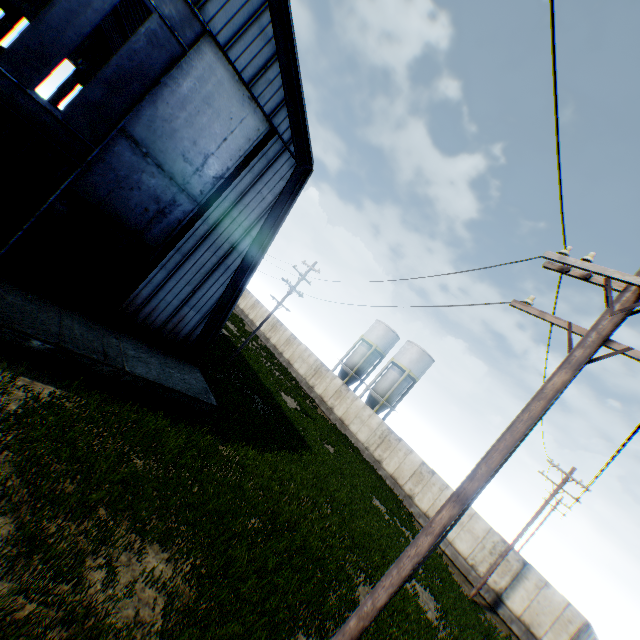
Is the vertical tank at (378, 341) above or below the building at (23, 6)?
below

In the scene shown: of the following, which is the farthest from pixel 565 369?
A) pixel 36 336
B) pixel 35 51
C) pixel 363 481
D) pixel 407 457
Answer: pixel 407 457

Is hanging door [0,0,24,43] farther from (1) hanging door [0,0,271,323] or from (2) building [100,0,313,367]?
(1) hanging door [0,0,271,323]

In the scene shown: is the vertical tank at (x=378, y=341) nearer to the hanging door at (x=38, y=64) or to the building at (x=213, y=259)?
the building at (x=213, y=259)

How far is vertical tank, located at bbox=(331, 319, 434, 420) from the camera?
37.78m

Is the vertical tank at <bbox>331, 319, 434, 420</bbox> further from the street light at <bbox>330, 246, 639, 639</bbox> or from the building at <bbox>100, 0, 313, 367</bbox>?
the street light at <bbox>330, 246, 639, 639</bbox>

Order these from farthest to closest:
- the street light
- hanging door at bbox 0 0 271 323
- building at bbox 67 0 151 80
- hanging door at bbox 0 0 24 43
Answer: hanging door at bbox 0 0 24 43, building at bbox 67 0 151 80, hanging door at bbox 0 0 271 323, the street light

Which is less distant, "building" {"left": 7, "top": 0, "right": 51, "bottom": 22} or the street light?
the street light
